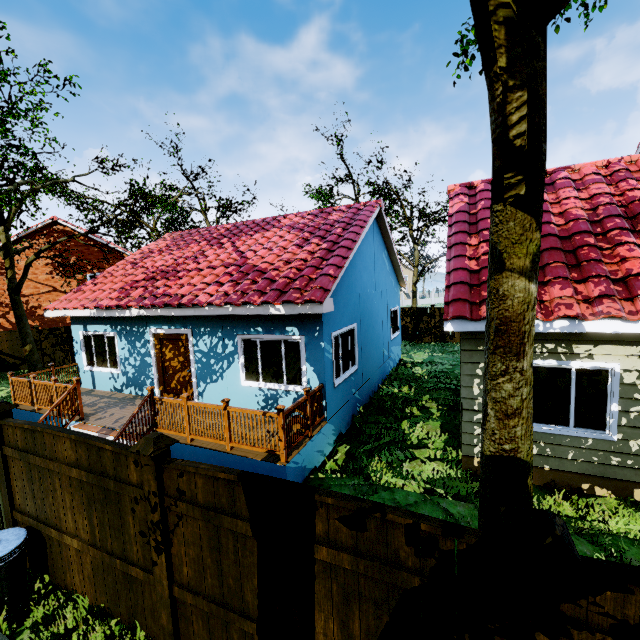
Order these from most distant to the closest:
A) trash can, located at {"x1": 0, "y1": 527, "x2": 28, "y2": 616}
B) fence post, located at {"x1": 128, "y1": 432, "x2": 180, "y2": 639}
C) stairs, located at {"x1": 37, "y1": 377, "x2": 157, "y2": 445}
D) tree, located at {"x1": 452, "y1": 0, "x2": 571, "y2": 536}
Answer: stairs, located at {"x1": 37, "y1": 377, "x2": 157, "y2": 445}, trash can, located at {"x1": 0, "y1": 527, "x2": 28, "y2": 616}, fence post, located at {"x1": 128, "y1": 432, "x2": 180, "y2": 639}, tree, located at {"x1": 452, "y1": 0, "x2": 571, "y2": 536}

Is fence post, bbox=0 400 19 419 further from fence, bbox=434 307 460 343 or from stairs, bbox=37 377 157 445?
fence, bbox=434 307 460 343

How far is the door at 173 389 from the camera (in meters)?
9.51

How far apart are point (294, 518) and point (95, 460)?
2.7 meters

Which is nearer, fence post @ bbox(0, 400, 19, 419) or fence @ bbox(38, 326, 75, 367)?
fence post @ bbox(0, 400, 19, 419)

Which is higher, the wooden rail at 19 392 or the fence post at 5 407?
the fence post at 5 407

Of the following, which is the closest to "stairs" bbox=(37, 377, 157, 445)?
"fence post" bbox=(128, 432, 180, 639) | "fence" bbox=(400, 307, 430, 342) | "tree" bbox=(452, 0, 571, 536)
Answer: "fence post" bbox=(128, 432, 180, 639)

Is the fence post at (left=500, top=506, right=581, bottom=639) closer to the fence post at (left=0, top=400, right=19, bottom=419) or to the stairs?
the fence post at (left=0, top=400, right=19, bottom=419)
